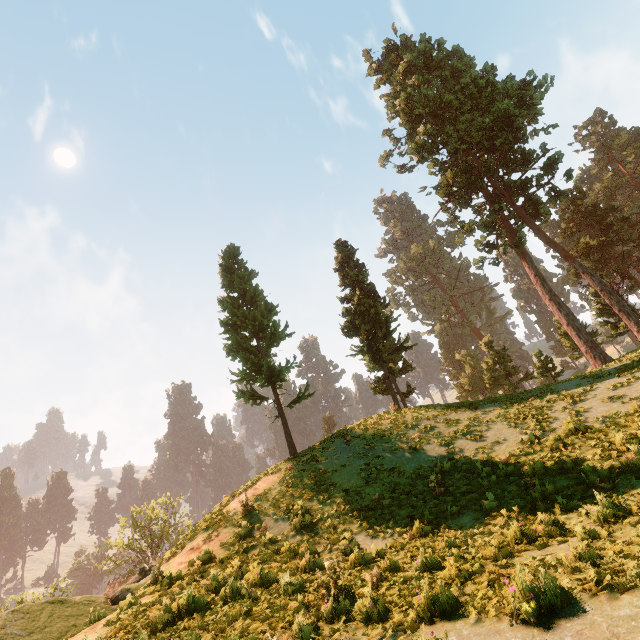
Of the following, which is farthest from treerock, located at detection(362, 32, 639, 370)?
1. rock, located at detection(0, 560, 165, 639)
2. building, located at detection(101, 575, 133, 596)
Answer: rock, located at detection(0, 560, 165, 639)

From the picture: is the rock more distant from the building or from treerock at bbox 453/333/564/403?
the building

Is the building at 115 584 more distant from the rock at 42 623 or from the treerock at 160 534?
the rock at 42 623

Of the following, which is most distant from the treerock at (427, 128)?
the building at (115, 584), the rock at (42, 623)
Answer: the rock at (42, 623)

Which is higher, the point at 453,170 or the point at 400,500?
the point at 453,170

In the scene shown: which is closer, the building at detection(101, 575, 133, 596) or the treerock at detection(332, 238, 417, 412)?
the treerock at detection(332, 238, 417, 412)

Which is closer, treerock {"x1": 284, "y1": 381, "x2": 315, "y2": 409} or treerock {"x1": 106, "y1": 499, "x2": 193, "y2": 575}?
treerock {"x1": 284, "y1": 381, "x2": 315, "y2": 409}
